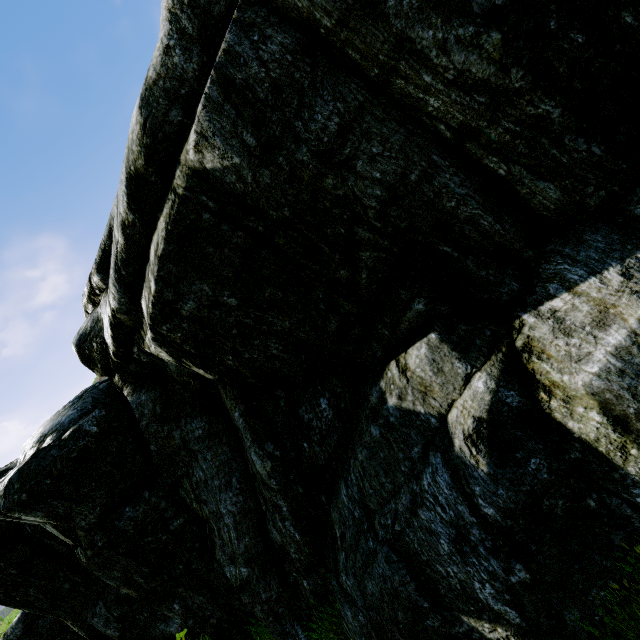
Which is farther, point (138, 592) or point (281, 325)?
point (138, 592)
